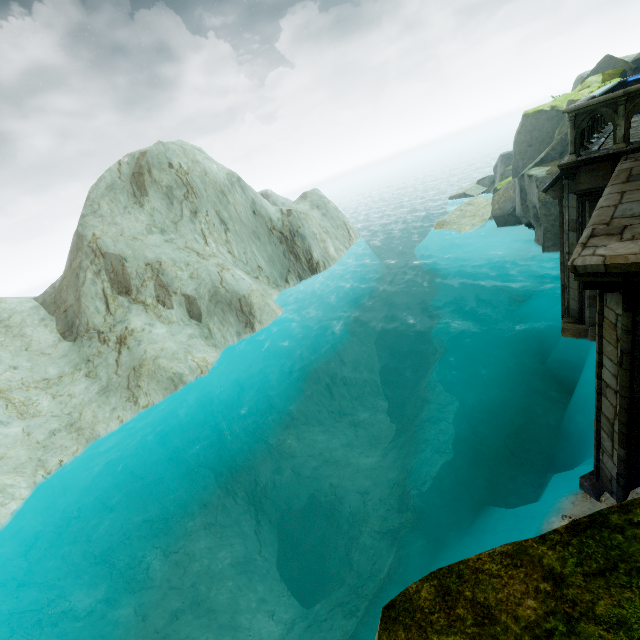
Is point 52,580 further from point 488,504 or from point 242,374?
point 488,504

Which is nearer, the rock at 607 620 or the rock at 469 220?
the rock at 607 620

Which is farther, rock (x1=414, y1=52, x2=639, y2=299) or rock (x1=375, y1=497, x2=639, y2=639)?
rock (x1=414, y1=52, x2=639, y2=299)
